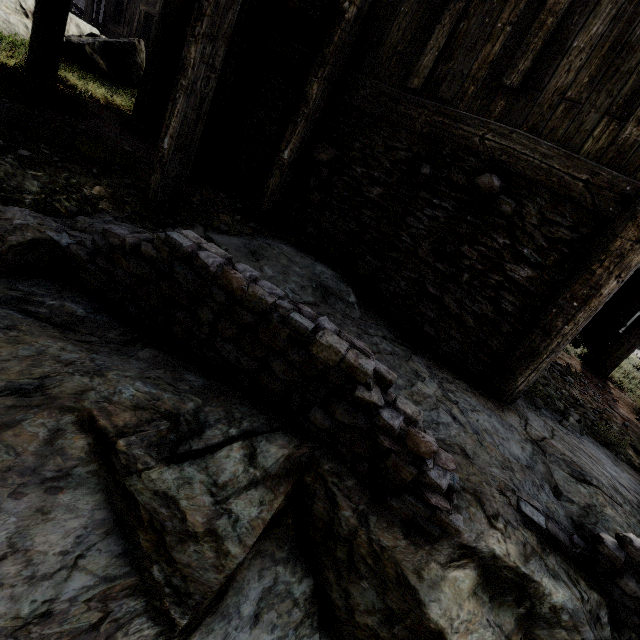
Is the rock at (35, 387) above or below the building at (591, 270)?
below

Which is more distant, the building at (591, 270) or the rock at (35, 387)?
the building at (591, 270)

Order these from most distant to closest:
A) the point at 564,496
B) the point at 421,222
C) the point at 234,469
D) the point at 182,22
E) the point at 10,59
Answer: the point at 182,22 → the point at 10,59 → the point at 421,222 → the point at 564,496 → the point at 234,469

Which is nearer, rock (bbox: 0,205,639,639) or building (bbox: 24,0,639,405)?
rock (bbox: 0,205,639,639)

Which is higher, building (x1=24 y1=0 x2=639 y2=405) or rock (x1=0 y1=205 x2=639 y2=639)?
building (x1=24 y1=0 x2=639 y2=405)
